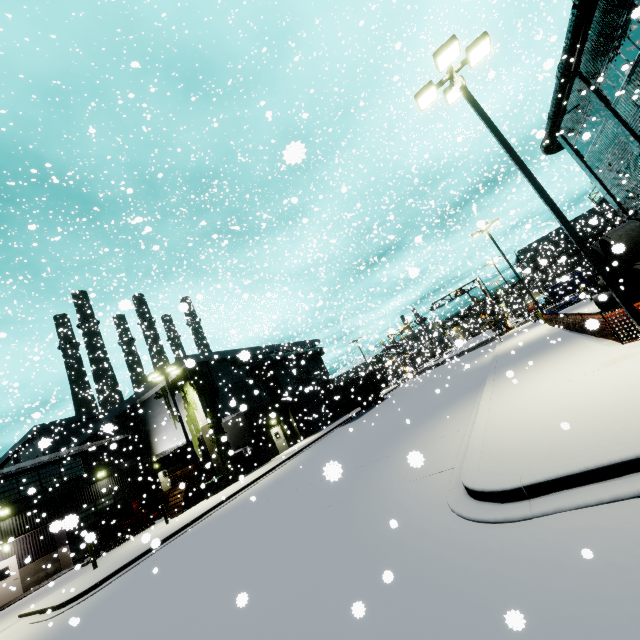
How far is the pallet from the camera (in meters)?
22.52

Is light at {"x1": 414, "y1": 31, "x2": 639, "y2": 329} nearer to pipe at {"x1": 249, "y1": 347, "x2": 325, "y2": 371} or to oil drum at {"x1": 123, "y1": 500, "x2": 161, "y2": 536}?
pipe at {"x1": 249, "y1": 347, "x2": 325, "y2": 371}

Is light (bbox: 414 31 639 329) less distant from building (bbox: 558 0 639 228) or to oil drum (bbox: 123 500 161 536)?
building (bbox: 558 0 639 228)

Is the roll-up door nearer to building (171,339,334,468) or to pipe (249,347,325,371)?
building (171,339,334,468)

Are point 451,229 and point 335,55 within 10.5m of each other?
no

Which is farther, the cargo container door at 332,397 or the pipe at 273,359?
the pipe at 273,359

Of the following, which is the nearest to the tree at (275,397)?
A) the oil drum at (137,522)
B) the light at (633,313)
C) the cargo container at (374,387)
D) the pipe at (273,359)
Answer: the pipe at (273,359)

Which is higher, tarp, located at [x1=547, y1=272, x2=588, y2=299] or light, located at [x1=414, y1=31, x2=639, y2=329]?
light, located at [x1=414, y1=31, x2=639, y2=329]
